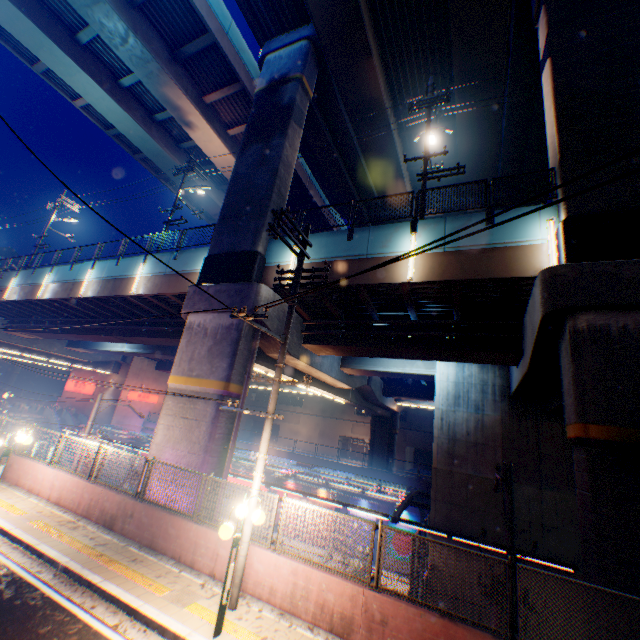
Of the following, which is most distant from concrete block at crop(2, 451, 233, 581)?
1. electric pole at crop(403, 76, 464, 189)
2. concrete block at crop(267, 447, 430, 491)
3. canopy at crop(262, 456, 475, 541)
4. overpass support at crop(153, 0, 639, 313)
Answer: concrete block at crop(267, 447, 430, 491)

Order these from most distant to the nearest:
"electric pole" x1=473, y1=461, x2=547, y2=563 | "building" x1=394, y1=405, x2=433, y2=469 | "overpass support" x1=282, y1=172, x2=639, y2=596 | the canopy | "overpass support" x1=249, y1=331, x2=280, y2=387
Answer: "building" x1=394, y1=405, x2=433, y2=469 < the canopy < "overpass support" x1=249, y1=331, x2=280, y2=387 < "electric pole" x1=473, y1=461, x2=547, y2=563 < "overpass support" x1=282, y1=172, x2=639, y2=596

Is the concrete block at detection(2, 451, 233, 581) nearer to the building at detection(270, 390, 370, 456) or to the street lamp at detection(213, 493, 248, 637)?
the street lamp at detection(213, 493, 248, 637)

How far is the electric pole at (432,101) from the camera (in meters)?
13.03

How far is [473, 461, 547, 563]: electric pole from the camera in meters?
7.6

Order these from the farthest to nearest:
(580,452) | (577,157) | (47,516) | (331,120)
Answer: (331,120)
(47,516)
(577,157)
(580,452)

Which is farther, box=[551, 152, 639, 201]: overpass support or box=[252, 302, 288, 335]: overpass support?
box=[252, 302, 288, 335]: overpass support

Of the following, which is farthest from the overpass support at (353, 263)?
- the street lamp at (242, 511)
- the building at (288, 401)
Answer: the building at (288, 401)
